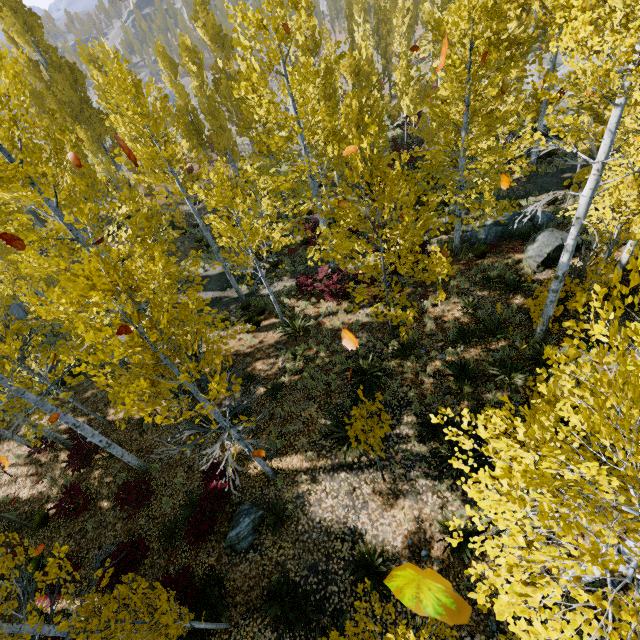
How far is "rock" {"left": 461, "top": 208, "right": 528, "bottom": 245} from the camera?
13.6 meters

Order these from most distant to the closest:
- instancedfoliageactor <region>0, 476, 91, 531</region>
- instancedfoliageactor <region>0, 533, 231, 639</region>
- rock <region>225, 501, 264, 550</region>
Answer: instancedfoliageactor <region>0, 476, 91, 531</region>, rock <region>225, 501, 264, 550</region>, instancedfoliageactor <region>0, 533, 231, 639</region>

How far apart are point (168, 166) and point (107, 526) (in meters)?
12.37

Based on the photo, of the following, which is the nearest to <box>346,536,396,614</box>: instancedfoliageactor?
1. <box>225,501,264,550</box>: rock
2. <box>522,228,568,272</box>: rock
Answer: <box>225,501,264,550</box>: rock

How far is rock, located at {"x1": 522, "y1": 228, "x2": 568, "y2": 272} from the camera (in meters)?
10.96

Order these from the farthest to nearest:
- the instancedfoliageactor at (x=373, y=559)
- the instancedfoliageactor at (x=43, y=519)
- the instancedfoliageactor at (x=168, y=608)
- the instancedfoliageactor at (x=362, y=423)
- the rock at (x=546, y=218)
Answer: the rock at (x=546, y=218), the instancedfoliageactor at (x=43, y=519), the instancedfoliageactor at (x=362, y=423), the instancedfoliageactor at (x=373, y=559), the instancedfoliageactor at (x=168, y=608)

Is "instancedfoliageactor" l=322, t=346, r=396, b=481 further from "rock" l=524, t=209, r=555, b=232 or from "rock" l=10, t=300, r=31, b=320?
"rock" l=524, t=209, r=555, b=232

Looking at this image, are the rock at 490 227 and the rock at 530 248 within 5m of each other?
yes
